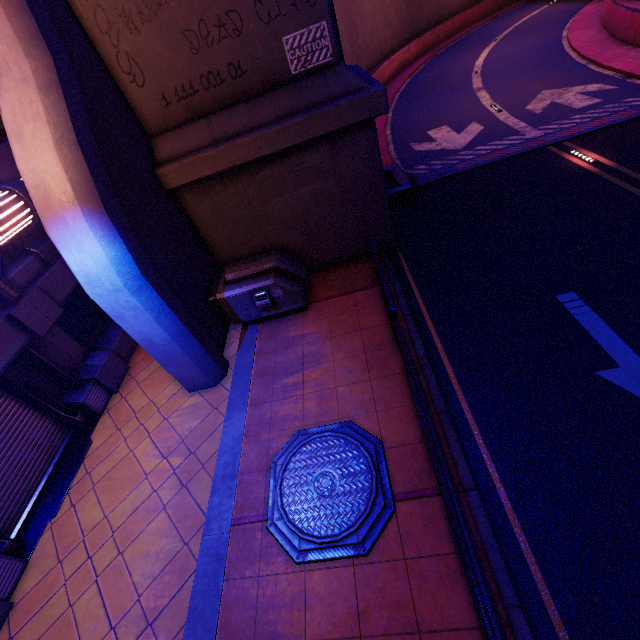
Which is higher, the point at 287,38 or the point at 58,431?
the point at 287,38

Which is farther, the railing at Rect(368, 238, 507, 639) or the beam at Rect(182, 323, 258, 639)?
the beam at Rect(182, 323, 258, 639)

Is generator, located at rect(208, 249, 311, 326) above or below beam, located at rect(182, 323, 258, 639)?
above

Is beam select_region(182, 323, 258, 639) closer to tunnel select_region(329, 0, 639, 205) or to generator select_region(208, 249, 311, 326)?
generator select_region(208, 249, 311, 326)

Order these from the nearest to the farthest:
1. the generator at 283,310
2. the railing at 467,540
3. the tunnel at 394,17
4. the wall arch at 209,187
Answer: the railing at 467,540, the wall arch at 209,187, the generator at 283,310, the tunnel at 394,17

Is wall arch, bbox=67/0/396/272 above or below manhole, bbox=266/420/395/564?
above

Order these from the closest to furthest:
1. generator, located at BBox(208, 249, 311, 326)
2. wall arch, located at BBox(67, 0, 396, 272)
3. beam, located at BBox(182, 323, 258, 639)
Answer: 1. beam, located at BBox(182, 323, 258, 639)
2. wall arch, located at BBox(67, 0, 396, 272)
3. generator, located at BBox(208, 249, 311, 326)

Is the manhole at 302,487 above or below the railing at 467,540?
below
